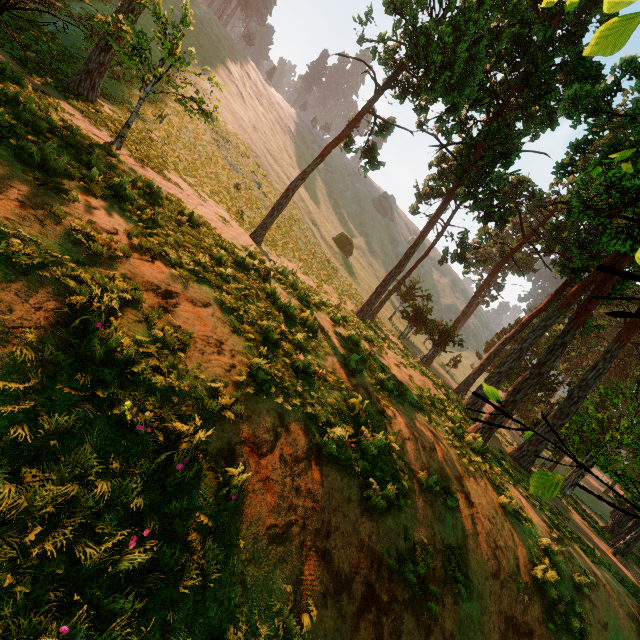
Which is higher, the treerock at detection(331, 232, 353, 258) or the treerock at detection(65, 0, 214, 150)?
the treerock at detection(331, 232, 353, 258)

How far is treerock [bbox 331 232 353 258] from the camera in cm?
4869

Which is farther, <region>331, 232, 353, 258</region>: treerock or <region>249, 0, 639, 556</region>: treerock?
<region>331, 232, 353, 258</region>: treerock

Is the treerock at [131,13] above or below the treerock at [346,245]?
below

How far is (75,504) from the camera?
3.02m

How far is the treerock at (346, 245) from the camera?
48.7m
